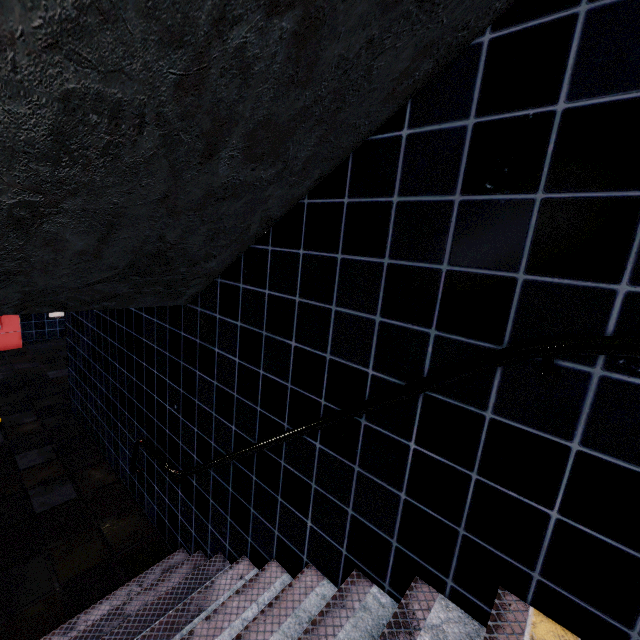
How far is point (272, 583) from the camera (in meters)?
2.31
